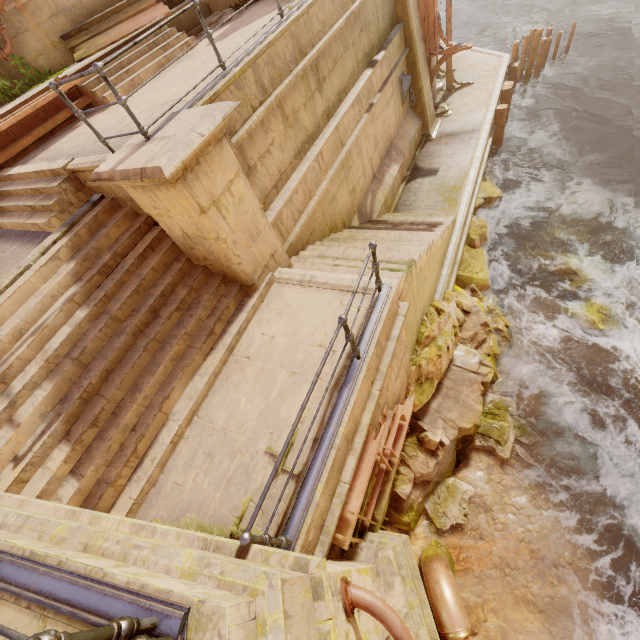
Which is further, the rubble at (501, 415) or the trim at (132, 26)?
the trim at (132, 26)

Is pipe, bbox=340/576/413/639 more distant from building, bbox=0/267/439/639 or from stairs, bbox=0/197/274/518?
stairs, bbox=0/197/274/518

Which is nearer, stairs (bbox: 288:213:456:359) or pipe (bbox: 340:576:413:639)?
pipe (bbox: 340:576:413:639)

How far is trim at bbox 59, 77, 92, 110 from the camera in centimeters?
684cm

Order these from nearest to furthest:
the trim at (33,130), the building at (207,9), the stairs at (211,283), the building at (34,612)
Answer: the building at (34,612)
the stairs at (211,283)
the trim at (33,130)
the building at (207,9)

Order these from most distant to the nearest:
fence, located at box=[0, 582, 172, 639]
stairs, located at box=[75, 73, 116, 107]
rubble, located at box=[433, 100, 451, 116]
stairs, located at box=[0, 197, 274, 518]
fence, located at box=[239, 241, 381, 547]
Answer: rubble, located at box=[433, 100, 451, 116]
stairs, located at box=[75, 73, 116, 107]
stairs, located at box=[0, 197, 274, 518]
fence, located at box=[239, 241, 381, 547]
fence, located at box=[0, 582, 172, 639]

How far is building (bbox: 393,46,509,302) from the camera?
10.1m

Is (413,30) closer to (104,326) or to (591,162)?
(591,162)
